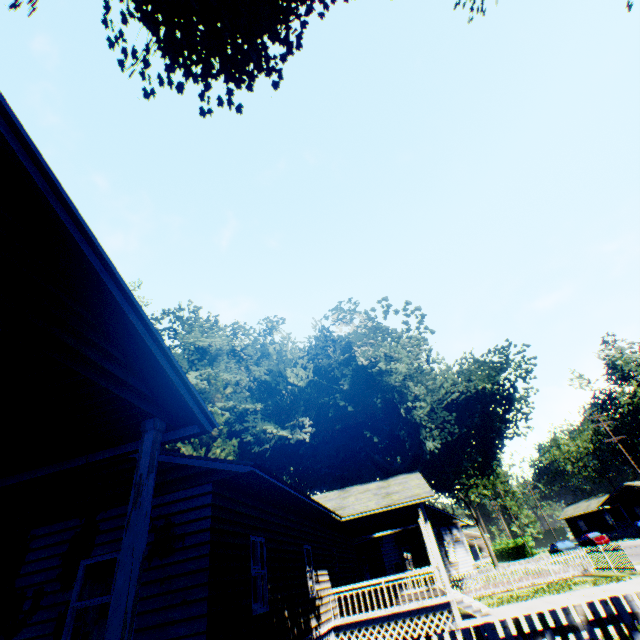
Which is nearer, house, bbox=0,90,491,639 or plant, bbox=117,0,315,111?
house, bbox=0,90,491,639

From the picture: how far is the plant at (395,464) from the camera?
21.7m

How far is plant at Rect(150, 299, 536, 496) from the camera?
21.67m

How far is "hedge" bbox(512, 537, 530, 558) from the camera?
54.31m

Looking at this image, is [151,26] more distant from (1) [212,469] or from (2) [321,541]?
(2) [321,541]

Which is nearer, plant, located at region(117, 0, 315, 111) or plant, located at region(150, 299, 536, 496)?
plant, located at region(117, 0, 315, 111)

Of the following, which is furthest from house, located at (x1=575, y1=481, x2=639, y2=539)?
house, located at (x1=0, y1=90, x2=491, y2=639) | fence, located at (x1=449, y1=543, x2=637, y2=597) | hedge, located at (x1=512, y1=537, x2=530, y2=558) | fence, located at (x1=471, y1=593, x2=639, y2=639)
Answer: fence, located at (x1=471, y1=593, x2=639, y2=639)

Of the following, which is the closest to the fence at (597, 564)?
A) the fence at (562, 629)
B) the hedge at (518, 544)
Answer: the fence at (562, 629)
